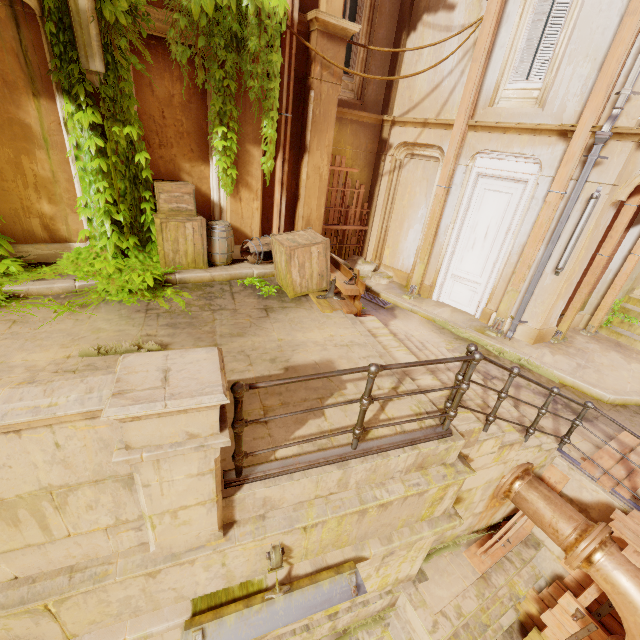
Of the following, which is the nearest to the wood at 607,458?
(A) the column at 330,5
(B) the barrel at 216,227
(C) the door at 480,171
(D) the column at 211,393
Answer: (C) the door at 480,171

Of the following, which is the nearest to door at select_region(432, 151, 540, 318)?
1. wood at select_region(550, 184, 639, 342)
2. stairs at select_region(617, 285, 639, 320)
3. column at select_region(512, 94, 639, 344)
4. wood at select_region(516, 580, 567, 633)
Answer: column at select_region(512, 94, 639, 344)

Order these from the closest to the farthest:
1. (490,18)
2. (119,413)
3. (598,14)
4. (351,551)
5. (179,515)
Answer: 1. (119,413)
2. (179,515)
3. (351,551)
4. (598,14)
5. (490,18)

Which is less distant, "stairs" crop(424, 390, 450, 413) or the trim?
"stairs" crop(424, 390, 450, 413)

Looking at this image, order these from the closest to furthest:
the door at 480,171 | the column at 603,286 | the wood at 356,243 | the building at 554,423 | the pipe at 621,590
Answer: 1. the pipe at 621,590
2. the building at 554,423
3. the door at 480,171
4. the column at 603,286
5. the wood at 356,243

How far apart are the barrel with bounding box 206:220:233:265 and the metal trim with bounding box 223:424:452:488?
4.7m

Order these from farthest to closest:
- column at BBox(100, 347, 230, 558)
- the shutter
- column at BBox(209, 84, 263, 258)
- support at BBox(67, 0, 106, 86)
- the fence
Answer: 1. the shutter
2. column at BBox(209, 84, 263, 258)
3. support at BBox(67, 0, 106, 86)
4. the fence
5. column at BBox(100, 347, 230, 558)

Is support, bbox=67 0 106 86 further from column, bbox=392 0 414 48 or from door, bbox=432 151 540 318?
door, bbox=432 151 540 318
